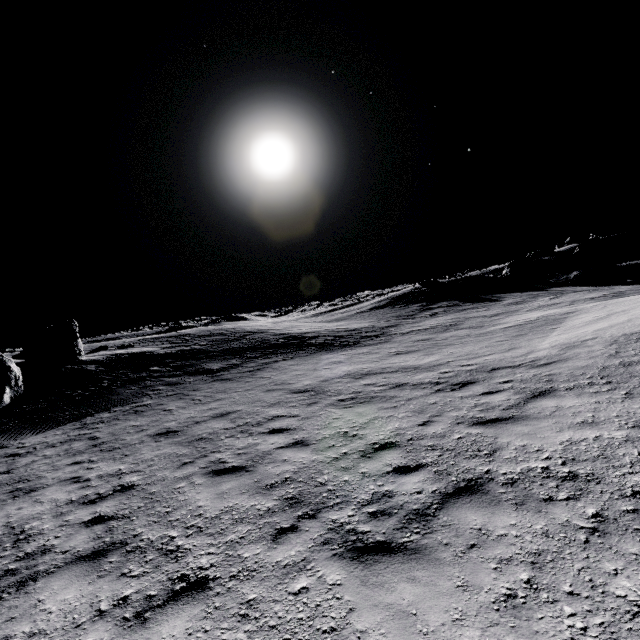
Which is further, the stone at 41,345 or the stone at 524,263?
the stone at 524,263

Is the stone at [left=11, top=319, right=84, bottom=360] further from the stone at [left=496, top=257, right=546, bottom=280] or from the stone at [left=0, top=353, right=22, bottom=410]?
the stone at [left=496, top=257, right=546, bottom=280]

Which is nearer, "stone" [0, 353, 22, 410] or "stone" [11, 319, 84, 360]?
"stone" [0, 353, 22, 410]

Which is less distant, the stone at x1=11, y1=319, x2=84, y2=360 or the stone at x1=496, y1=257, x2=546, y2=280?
the stone at x1=11, y1=319, x2=84, y2=360

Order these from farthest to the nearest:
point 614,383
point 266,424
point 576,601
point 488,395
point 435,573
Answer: point 266,424 → point 488,395 → point 614,383 → point 435,573 → point 576,601

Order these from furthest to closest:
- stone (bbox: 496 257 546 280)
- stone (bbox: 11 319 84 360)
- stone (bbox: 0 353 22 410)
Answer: stone (bbox: 496 257 546 280), stone (bbox: 11 319 84 360), stone (bbox: 0 353 22 410)

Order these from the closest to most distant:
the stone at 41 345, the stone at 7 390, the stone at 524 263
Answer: the stone at 7 390, the stone at 41 345, the stone at 524 263
